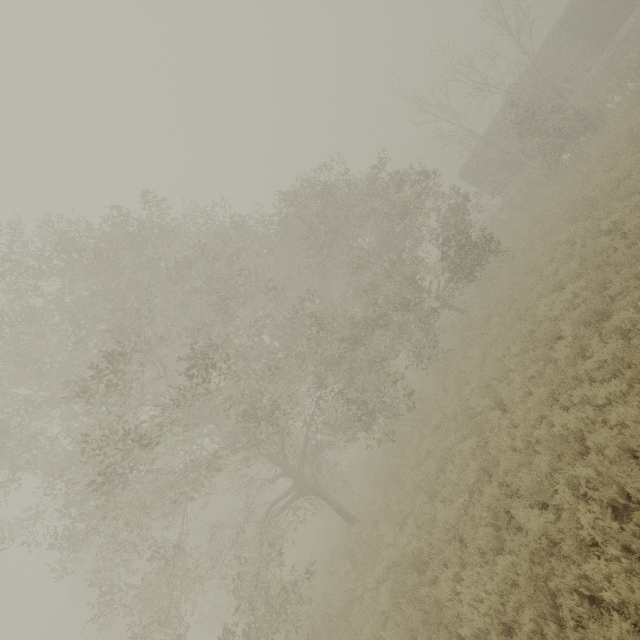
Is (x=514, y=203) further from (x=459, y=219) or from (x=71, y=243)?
(x=71, y=243)

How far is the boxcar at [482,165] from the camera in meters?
25.9

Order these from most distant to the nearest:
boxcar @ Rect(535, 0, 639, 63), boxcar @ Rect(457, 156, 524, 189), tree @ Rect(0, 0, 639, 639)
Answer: boxcar @ Rect(457, 156, 524, 189) < boxcar @ Rect(535, 0, 639, 63) < tree @ Rect(0, 0, 639, 639)

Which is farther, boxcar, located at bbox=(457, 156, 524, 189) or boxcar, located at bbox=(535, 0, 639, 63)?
boxcar, located at bbox=(457, 156, 524, 189)

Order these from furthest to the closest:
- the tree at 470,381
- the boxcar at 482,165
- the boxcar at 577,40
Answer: the boxcar at 482,165
the boxcar at 577,40
the tree at 470,381

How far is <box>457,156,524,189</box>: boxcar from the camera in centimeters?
2586cm

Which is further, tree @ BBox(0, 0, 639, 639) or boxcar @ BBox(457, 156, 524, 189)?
boxcar @ BBox(457, 156, 524, 189)
